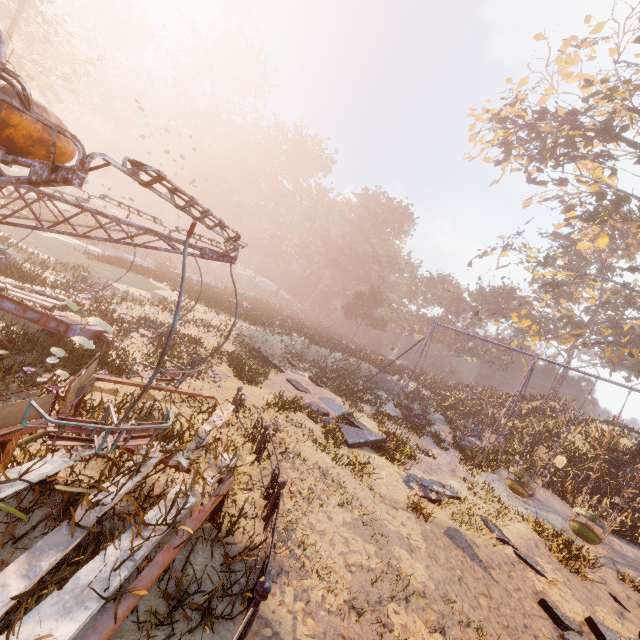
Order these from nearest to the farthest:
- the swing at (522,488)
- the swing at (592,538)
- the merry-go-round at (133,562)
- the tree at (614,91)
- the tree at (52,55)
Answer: the merry-go-round at (133,562) → the swing at (592,538) → the swing at (522,488) → the tree at (52,55) → the tree at (614,91)

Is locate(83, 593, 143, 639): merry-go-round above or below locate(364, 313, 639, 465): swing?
above

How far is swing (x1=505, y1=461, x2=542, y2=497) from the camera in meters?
13.6 m

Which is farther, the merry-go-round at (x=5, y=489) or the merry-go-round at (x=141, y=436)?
the merry-go-round at (x=5, y=489)

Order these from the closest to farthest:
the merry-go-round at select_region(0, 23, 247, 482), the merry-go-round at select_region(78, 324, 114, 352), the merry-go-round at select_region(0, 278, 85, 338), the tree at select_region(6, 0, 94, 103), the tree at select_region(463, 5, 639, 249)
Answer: the merry-go-round at select_region(0, 23, 247, 482) < the merry-go-round at select_region(0, 278, 85, 338) < the merry-go-round at select_region(78, 324, 114, 352) < the tree at select_region(6, 0, 94, 103) < the tree at select_region(463, 5, 639, 249)

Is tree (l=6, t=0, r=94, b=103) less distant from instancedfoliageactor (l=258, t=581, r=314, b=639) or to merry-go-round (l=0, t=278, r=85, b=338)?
merry-go-round (l=0, t=278, r=85, b=338)

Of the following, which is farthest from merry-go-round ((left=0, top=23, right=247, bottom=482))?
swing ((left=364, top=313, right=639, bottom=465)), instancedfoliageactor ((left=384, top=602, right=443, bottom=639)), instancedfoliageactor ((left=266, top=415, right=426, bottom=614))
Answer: swing ((left=364, top=313, right=639, bottom=465))

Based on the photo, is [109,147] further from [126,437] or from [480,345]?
[480,345]
